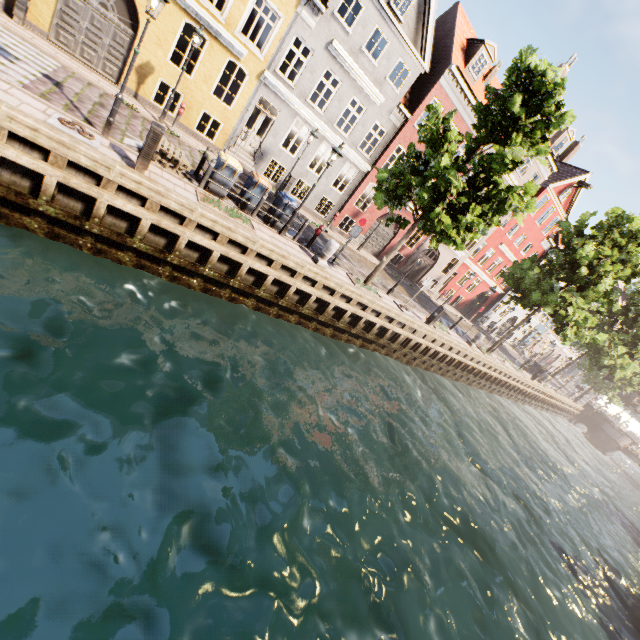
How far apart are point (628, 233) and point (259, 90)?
22.8 meters

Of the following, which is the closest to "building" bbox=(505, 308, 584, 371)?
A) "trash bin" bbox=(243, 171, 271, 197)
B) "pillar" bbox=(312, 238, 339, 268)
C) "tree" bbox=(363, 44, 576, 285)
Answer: "tree" bbox=(363, 44, 576, 285)

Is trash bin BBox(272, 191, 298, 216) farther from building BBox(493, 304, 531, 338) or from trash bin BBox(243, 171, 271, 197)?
building BBox(493, 304, 531, 338)

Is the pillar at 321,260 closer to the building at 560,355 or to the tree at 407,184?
the tree at 407,184

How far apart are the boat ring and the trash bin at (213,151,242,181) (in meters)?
3.13

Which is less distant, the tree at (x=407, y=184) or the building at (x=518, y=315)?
the tree at (x=407, y=184)

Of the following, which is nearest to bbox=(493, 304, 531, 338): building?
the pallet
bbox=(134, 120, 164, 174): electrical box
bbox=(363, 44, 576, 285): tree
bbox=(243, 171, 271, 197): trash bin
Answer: bbox=(363, 44, 576, 285): tree

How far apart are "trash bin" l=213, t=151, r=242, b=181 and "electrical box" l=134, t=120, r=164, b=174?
2.5 meters
